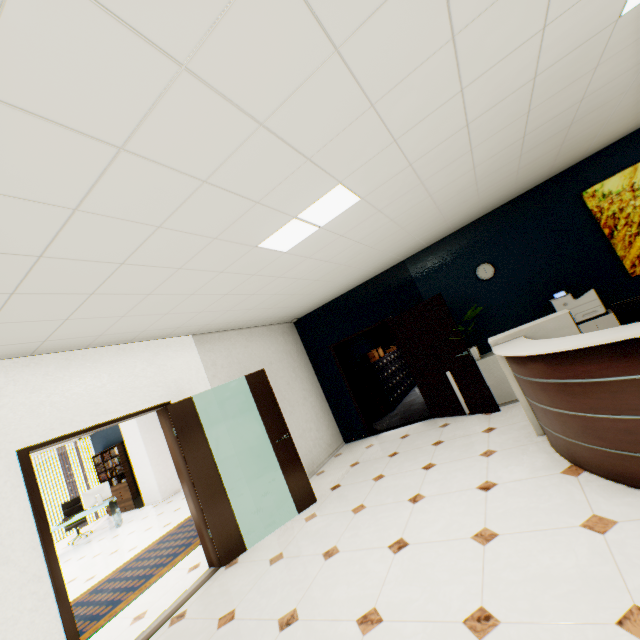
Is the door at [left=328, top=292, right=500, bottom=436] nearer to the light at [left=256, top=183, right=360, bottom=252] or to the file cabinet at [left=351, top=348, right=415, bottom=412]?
the file cabinet at [left=351, top=348, right=415, bottom=412]

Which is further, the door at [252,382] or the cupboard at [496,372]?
the cupboard at [496,372]

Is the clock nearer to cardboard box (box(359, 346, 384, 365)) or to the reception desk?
the reception desk

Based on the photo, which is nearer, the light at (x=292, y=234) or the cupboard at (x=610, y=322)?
the light at (x=292, y=234)

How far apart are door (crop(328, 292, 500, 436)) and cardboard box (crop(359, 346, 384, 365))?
1.8m

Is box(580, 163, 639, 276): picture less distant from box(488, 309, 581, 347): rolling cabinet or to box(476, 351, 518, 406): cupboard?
box(476, 351, 518, 406): cupboard

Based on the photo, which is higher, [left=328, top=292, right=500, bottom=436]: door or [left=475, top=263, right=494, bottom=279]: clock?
[left=475, top=263, right=494, bottom=279]: clock

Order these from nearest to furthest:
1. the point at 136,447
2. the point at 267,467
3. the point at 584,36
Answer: the point at 584,36 < the point at 267,467 < the point at 136,447
